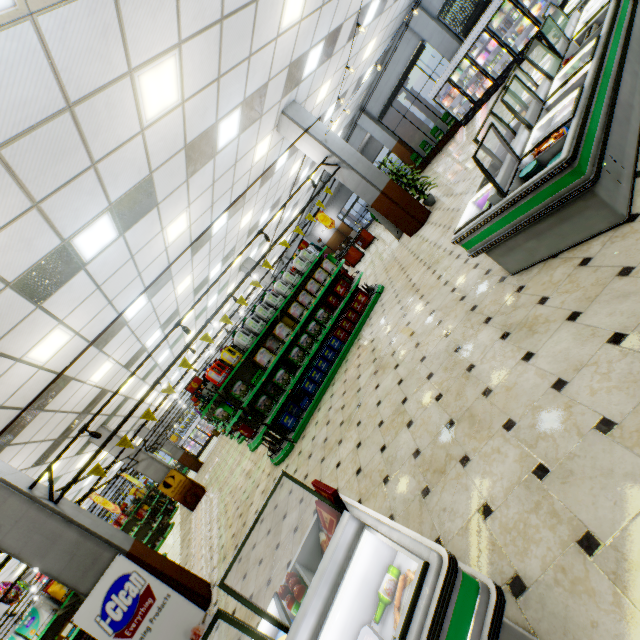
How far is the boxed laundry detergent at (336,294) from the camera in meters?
8.0

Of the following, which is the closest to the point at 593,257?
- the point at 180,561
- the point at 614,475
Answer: the point at 614,475

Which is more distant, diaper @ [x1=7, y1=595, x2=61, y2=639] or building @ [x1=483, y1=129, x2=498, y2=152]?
building @ [x1=483, y1=129, x2=498, y2=152]

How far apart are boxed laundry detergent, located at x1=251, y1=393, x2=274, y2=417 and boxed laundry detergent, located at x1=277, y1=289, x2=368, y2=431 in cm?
24

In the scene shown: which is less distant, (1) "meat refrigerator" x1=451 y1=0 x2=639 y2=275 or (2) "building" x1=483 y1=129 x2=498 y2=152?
(1) "meat refrigerator" x1=451 y1=0 x2=639 y2=275

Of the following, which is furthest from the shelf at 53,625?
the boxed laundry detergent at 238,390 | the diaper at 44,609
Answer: the boxed laundry detergent at 238,390

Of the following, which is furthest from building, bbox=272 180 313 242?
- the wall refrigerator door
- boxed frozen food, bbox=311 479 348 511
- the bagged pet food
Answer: the bagged pet food

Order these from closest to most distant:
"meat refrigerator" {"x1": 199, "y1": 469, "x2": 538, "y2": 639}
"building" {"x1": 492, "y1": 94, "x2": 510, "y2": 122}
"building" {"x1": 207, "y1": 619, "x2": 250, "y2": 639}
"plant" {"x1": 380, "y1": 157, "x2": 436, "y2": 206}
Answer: "meat refrigerator" {"x1": 199, "y1": 469, "x2": 538, "y2": 639}, "building" {"x1": 207, "y1": 619, "x2": 250, "y2": 639}, "building" {"x1": 492, "y1": 94, "x2": 510, "y2": 122}, "plant" {"x1": 380, "y1": 157, "x2": 436, "y2": 206}
